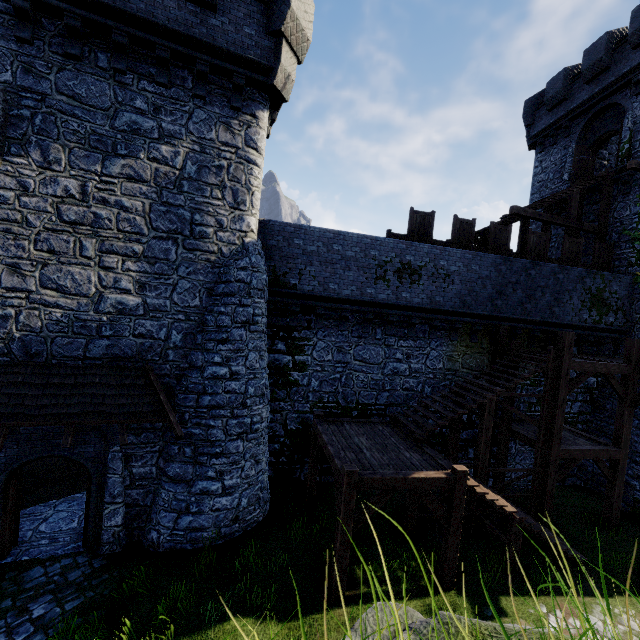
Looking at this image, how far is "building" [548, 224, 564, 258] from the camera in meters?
19.5 m

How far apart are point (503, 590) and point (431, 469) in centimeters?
363cm

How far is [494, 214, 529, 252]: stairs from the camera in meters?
15.5

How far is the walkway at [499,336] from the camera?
13.59m

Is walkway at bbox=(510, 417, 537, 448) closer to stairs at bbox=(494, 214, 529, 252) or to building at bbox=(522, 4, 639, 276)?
building at bbox=(522, 4, 639, 276)

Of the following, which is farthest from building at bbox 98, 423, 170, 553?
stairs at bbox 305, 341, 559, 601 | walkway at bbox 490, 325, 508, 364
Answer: walkway at bbox 490, 325, 508, 364

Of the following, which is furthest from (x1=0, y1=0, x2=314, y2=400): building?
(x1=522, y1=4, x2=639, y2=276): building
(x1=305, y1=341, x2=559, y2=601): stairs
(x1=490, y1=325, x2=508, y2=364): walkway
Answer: (x1=522, y1=4, x2=639, y2=276): building

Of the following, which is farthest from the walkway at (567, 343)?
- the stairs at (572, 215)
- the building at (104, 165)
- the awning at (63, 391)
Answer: the awning at (63, 391)
